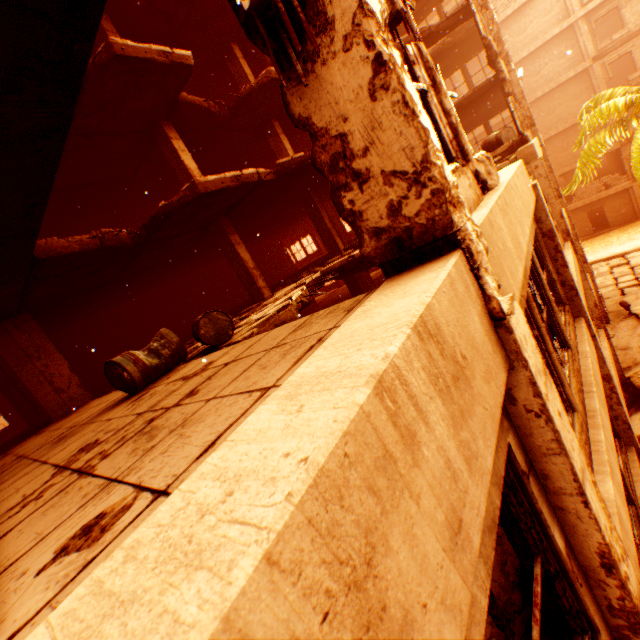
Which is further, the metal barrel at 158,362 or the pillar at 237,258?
the pillar at 237,258

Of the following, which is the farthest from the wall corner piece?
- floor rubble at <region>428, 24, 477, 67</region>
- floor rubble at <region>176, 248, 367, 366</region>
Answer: floor rubble at <region>428, 24, 477, 67</region>

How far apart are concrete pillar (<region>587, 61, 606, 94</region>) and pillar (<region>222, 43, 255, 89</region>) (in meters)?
25.61

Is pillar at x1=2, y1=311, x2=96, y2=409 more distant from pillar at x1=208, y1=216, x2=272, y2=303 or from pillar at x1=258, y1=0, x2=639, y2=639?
pillar at x1=258, y1=0, x2=639, y2=639

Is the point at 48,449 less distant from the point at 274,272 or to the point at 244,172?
Result: the point at 244,172

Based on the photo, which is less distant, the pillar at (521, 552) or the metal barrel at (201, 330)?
the pillar at (521, 552)

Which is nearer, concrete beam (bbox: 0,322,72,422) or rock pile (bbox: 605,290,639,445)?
concrete beam (bbox: 0,322,72,422)

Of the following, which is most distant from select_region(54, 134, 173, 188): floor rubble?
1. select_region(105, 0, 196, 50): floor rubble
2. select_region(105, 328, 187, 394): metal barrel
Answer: select_region(105, 328, 187, 394): metal barrel
